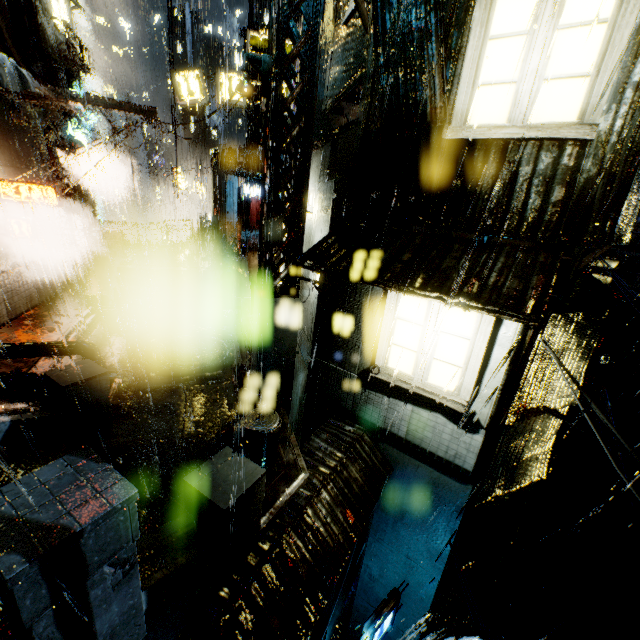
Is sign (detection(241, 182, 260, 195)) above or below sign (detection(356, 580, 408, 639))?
above

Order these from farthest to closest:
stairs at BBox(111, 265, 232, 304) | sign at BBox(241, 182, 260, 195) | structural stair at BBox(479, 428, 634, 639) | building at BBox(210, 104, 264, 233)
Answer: sign at BBox(241, 182, 260, 195) → building at BBox(210, 104, 264, 233) → stairs at BBox(111, 265, 232, 304) → structural stair at BBox(479, 428, 634, 639)

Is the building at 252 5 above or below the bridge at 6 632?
above

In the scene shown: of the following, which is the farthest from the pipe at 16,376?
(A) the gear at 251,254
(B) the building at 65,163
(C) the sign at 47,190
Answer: (A) the gear at 251,254

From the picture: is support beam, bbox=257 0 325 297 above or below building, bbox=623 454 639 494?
above

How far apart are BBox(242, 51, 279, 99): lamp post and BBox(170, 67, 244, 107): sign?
9.0 meters

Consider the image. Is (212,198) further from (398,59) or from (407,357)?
(407,357)

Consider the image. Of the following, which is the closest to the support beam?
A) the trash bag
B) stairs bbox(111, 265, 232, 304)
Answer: the trash bag
